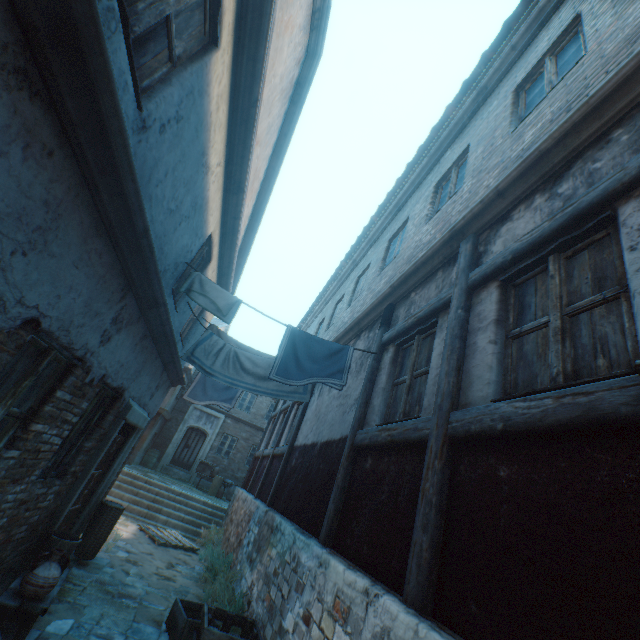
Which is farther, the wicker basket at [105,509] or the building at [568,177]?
the wicker basket at [105,509]

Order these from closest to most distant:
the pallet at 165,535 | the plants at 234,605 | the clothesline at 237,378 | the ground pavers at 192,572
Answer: the clothesline at 237,378 < the plants at 234,605 < the ground pavers at 192,572 < the pallet at 165,535

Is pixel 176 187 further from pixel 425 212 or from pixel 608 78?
pixel 425 212

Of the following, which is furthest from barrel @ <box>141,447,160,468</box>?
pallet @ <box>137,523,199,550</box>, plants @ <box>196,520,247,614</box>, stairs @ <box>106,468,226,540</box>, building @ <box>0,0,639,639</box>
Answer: plants @ <box>196,520,247,614</box>

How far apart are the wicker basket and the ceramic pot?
2.7 meters

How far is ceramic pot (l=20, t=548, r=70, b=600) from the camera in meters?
3.6 m

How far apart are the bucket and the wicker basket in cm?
182

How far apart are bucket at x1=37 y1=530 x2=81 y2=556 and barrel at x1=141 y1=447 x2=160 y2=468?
15.25m
